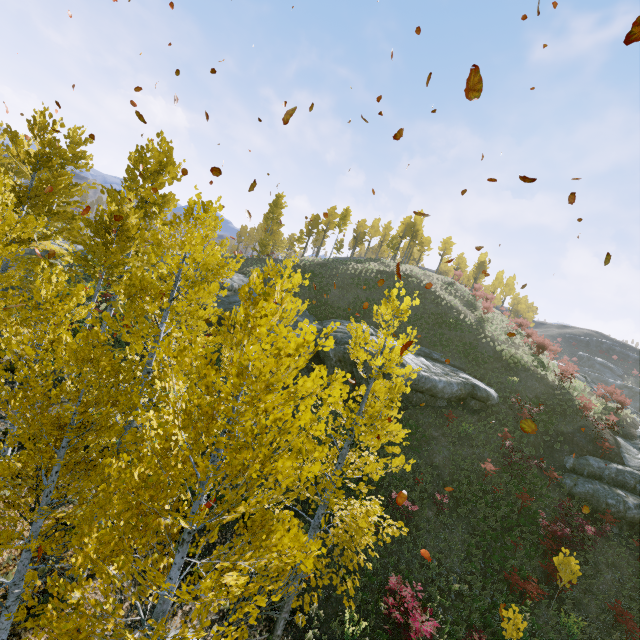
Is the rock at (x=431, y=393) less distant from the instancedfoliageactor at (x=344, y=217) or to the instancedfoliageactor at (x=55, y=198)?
the instancedfoliageactor at (x=55, y=198)

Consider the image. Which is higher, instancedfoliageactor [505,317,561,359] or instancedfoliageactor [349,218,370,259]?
instancedfoliageactor [349,218,370,259]

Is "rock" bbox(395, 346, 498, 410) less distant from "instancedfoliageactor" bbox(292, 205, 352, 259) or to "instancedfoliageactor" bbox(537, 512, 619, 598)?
"instancedfoliageactor" bbox(537, 512, 619, 598)

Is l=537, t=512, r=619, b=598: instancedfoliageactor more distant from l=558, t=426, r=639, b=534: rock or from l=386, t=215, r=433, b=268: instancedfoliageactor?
l=386, t=215, r=433, b=268: instancedfoliageactor

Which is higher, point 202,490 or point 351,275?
point 351,275

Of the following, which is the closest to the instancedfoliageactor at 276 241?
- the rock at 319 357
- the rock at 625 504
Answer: the rock at 319 357

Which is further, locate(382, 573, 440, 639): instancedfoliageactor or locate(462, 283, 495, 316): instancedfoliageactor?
locate(462, 283, 495, 316): instancedfoliageactor
